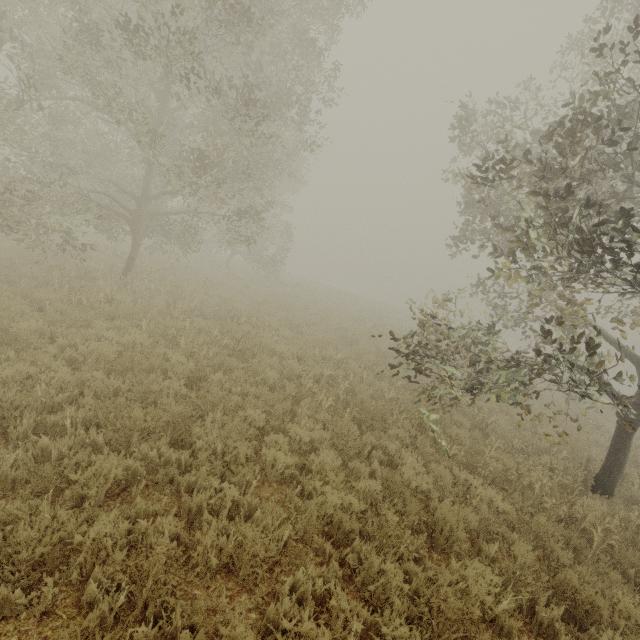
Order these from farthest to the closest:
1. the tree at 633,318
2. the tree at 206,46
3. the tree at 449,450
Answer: the tree at 206,46, the tree at 449,450, the tree at 633,318

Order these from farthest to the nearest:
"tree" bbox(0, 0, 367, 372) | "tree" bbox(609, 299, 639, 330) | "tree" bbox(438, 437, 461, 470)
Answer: "tree" bbox(0, 0, 367, 372)
"tree" bbox(438, 437, 461, 470)
"tree" bbox(609, 299, 639, 330)

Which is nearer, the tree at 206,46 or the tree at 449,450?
the tree at 449,450

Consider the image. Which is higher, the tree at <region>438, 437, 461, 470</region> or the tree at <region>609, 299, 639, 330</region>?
the tree at <region>609, 299, 639, 330</region>

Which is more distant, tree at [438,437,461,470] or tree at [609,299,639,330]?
tree at [438,437,461,470]

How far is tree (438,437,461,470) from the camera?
6.15m

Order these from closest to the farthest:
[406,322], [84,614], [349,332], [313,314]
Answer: [84,614]
[349,332]
[313,314]
[406,322]
